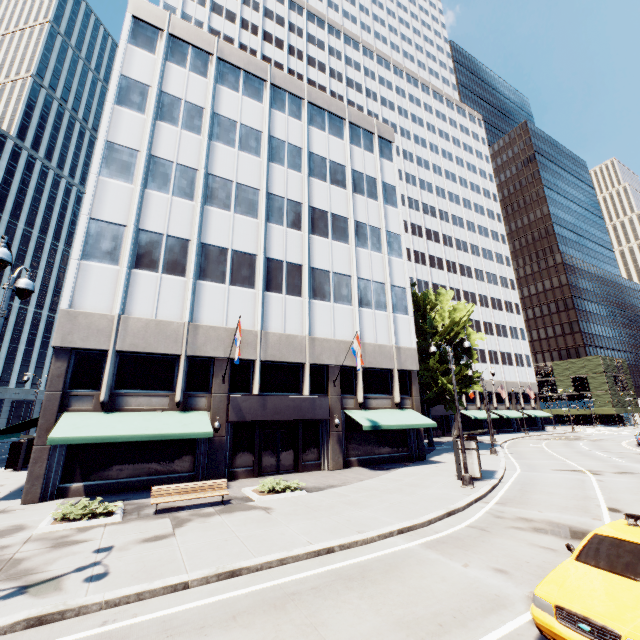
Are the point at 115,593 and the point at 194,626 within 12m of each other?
yes

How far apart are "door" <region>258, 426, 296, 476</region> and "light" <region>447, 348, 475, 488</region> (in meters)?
9.77

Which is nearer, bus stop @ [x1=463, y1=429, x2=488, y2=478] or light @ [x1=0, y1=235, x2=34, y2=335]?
light @ [x1=0, y1=235, x2=34, y2=335]

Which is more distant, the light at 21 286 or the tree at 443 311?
the tree at 443 311

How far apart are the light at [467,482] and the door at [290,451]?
9.8m

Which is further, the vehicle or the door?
the door

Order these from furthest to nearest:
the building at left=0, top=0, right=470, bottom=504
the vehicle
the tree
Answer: the tree
the building at left=0, top=0, right=470, bottom=504
the vehicle

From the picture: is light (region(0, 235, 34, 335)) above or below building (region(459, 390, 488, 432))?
above
